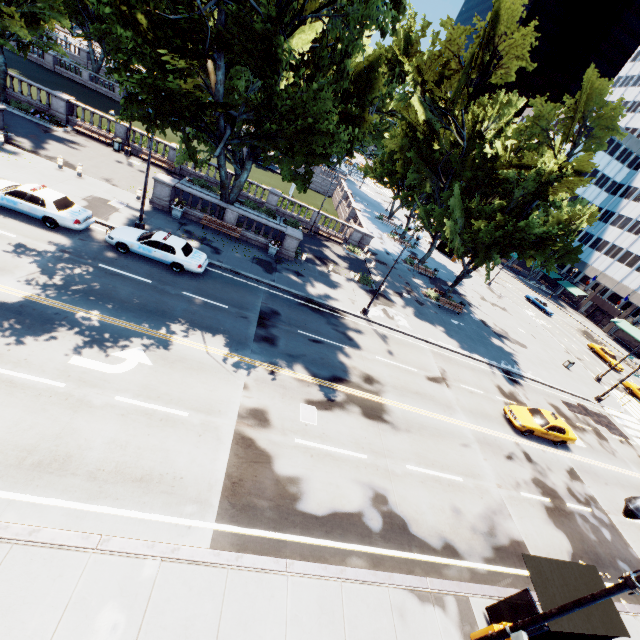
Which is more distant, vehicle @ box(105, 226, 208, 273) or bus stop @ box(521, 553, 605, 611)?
vehicle @ box(105, 226, 208, 273)

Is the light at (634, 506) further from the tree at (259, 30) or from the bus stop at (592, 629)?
the tree at (259, 30)

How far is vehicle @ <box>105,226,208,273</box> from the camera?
17.66m

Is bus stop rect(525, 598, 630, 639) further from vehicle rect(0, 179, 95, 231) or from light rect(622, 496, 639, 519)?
vehicle rect(0, 179, 95, 231)

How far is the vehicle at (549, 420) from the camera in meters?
20.5 m

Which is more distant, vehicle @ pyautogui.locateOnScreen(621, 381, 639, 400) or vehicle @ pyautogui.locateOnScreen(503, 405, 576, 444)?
vehicle @ pyautogui.locateOnScreen(621, 381, 639, 400)

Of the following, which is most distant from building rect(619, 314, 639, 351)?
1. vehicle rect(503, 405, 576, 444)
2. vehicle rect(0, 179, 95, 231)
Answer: vehicle rect(0, 179, 95, 231)

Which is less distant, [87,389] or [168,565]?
[168,565]
